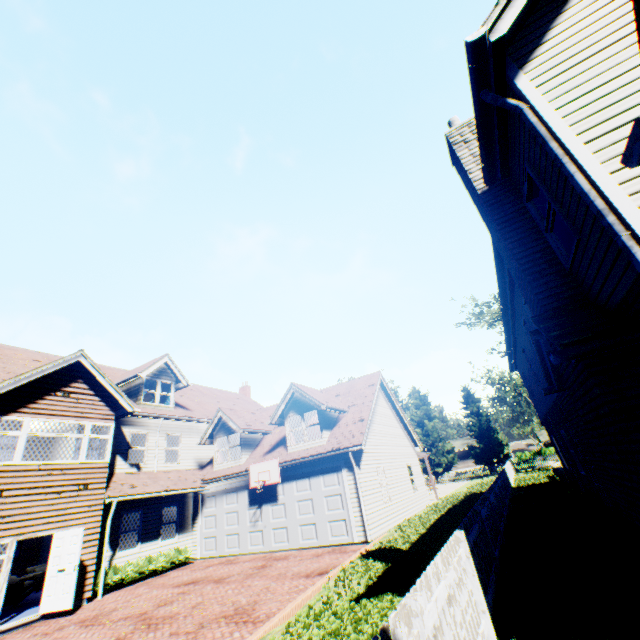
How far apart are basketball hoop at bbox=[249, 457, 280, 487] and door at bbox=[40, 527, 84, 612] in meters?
6.3

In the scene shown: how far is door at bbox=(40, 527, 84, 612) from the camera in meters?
10.3

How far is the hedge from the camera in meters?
12.6 m

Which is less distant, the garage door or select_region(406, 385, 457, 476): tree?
the garage door

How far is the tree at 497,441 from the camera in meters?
43.1

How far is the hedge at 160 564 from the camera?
12.6 meters

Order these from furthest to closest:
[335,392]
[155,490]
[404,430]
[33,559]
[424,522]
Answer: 1. [404,430]
2. [335,392]
3. [33,559]
4. [155,490]
5. [424,522]

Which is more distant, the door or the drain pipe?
the door
